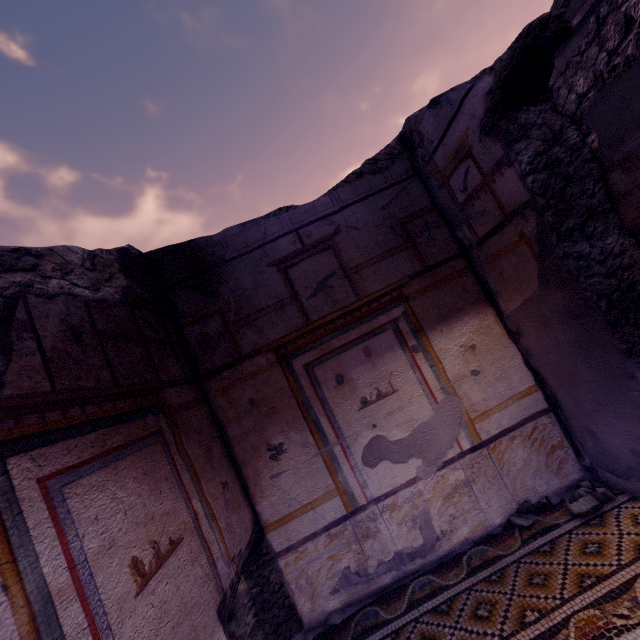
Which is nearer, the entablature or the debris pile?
the debris pile

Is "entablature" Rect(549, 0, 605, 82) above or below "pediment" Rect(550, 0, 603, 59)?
below

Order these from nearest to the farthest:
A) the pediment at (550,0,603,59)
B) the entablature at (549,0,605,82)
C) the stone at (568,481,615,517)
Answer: the stone at (568,481,615,517) < the pediment at (550,0,603,59) < the entablature at (549,0,605,82)

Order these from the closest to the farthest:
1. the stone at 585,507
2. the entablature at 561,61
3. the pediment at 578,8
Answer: the stone at 585,507, the pediment at 578,8, the entablature at 561,61

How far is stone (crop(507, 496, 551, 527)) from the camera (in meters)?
1.99

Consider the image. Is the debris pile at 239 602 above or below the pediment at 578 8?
below

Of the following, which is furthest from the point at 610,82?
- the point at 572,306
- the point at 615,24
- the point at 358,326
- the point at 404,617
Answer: the point at 404,617

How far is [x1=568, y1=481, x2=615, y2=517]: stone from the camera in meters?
1.9 m
